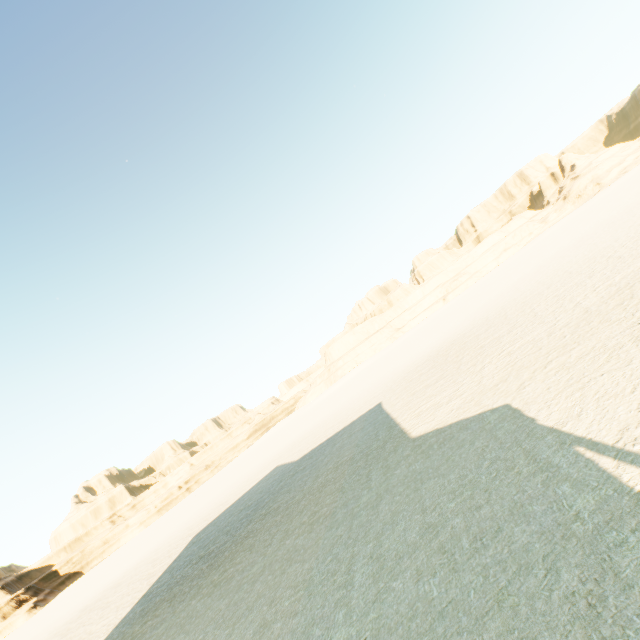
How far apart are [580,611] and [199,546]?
18.1m
